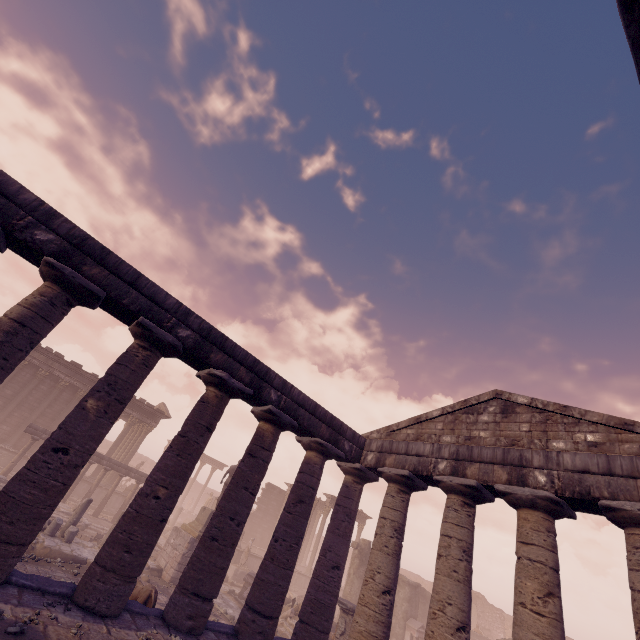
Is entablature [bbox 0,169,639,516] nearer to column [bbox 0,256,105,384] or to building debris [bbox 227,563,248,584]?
column [bbox 0,256,105,384]

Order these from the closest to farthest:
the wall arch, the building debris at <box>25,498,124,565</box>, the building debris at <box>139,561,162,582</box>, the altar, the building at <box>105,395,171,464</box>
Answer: the building debris at <box>25,498,124,565</box>, the building debris at <box>139,561,162,582</box>, the altar, the building at <box>105,395,171,464</box>, the wall arch

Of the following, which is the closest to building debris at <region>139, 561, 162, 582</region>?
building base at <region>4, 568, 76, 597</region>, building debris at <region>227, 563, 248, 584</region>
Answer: building base at <region>4, 568, 76, 597</region>

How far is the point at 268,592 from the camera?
9.0 meters

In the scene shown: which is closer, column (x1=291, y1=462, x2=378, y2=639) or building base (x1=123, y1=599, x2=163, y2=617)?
building base (x1=123, y1=599, x2=163, y2=617)

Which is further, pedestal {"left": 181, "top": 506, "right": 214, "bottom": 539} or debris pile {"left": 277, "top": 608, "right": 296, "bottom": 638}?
pedestal {"left": 181, "top": 506, "right": 214, "bottom": 539}

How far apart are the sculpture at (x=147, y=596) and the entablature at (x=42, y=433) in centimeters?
1312cm

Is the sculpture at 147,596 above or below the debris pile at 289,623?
above
